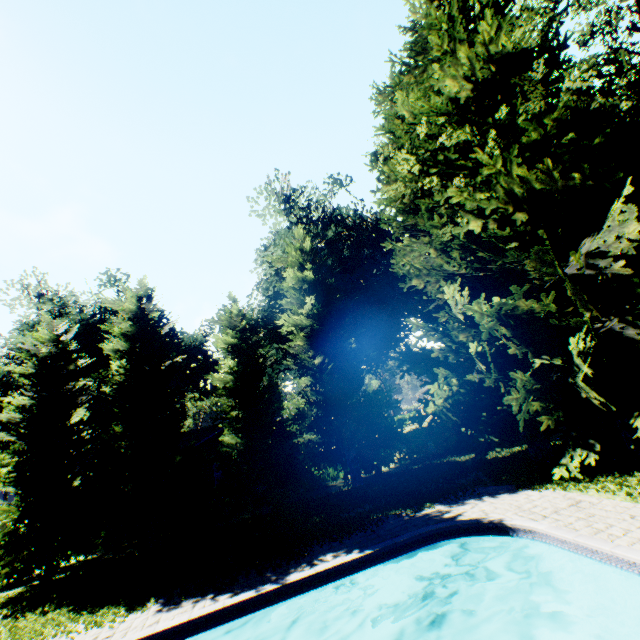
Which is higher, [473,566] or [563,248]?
[563,248]

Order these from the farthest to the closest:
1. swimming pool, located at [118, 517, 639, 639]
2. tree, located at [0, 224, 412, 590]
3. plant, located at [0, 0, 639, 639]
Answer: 1. tree, located at [0, 224, 412, 590]
2. plant, located at [0, 0, 639, 639]
3. swimming pool, located at [118, 517, 639, 639]

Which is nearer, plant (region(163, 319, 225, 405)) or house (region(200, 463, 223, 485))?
house (region(200, 463, 223, 485))

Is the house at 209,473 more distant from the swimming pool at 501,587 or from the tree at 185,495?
the swimming pool at 501,587

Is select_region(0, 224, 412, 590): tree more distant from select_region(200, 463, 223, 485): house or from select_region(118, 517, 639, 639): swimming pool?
select_region(118, 517, 639, 639): swimming pool

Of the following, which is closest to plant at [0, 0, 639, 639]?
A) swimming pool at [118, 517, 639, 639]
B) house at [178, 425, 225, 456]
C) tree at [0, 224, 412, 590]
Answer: tree at [0, 224, 412, 590]

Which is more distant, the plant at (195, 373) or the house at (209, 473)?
the plant at (195, 373)

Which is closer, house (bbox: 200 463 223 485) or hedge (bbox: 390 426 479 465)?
hedge (bbox: 390 426 479 465)
